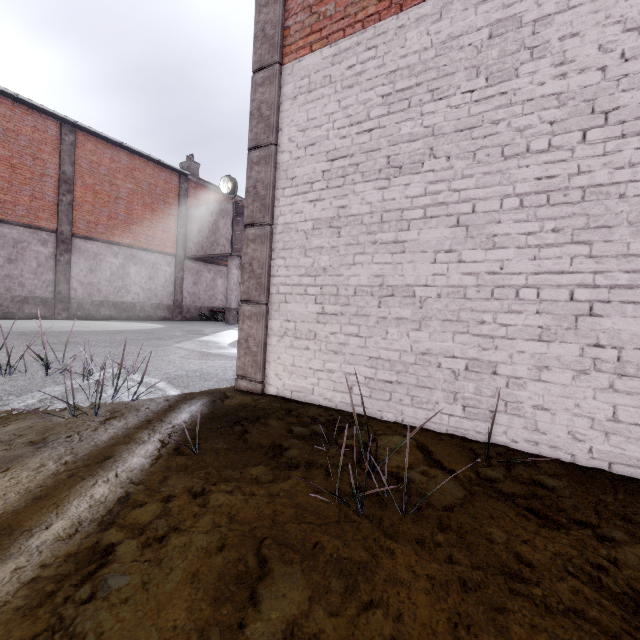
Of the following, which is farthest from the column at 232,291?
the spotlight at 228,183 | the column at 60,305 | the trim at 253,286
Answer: the trim at 253,286

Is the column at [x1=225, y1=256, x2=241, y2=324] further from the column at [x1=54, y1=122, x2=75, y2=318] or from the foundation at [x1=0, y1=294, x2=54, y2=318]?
the foundation at [x1=0, y1=294, x2=54, y2=318]

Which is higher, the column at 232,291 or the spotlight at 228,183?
the spotlight at 228,183

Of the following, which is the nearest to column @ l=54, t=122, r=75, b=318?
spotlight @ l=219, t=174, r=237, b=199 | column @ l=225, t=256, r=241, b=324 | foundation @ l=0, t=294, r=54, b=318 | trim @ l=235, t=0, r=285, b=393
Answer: foundation @ l=0, t=294, r=54, b=318

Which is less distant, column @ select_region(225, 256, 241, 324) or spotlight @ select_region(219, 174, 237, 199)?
spotlight @ select_region(219, 174, 237, 199)

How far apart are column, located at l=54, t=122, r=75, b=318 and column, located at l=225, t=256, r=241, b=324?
7.27m

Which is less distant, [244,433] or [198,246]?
[244,433]

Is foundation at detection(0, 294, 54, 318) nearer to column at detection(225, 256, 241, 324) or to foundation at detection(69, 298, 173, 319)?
foundation at detection(69, 298, 173, 319)
